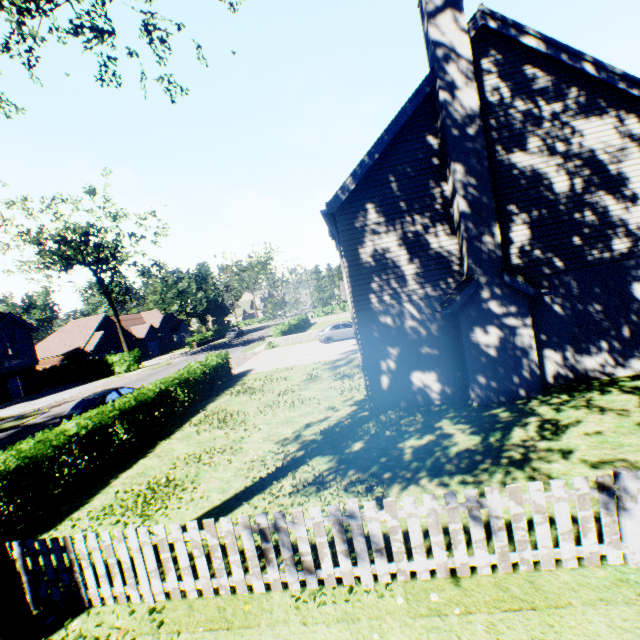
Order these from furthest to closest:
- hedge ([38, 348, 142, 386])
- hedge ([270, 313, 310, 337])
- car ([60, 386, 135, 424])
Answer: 1. hedge ([38, 348, 142, 386])
2. hedge ([270, 313, 310, 337])
3. car ([60, 386, 135, 424])

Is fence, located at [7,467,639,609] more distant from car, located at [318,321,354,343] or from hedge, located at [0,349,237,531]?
car, located at [318,321,354,343]

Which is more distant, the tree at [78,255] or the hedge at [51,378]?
the hedge at [51,378]

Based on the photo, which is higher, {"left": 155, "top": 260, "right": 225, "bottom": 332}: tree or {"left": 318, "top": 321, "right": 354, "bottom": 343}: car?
{"left": 155, "top": 260, "right": 225, "bottom": 332}: tree

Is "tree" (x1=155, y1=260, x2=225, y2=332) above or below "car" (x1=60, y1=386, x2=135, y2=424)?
above

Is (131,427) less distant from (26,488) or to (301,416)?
(26,488)

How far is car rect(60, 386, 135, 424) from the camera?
15.1 meters

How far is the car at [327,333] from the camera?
27.61m
